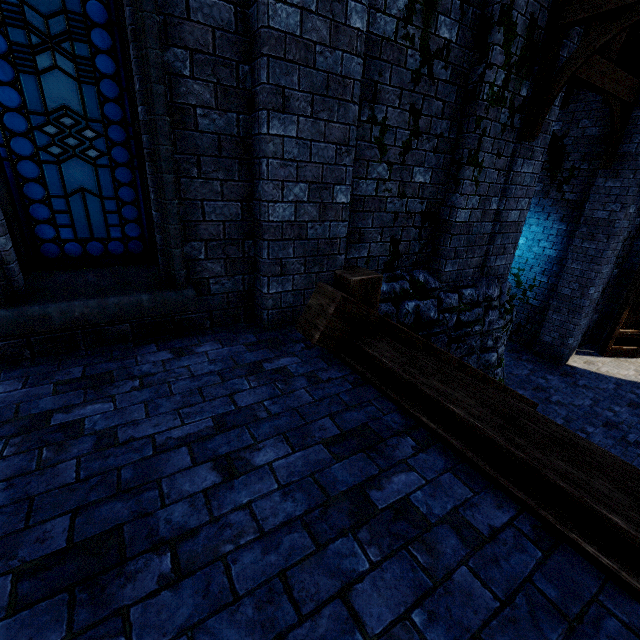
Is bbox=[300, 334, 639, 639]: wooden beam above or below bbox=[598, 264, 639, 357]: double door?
above

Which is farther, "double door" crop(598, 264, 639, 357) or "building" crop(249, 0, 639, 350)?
"double door" crop(598, 264, 639, 357)

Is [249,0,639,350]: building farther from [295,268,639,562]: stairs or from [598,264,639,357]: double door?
[295,268,639,562]: stairs

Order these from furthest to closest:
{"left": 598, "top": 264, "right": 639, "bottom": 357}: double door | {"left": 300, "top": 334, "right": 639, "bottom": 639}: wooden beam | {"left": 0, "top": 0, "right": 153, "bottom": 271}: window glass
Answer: {"left": 598, "top": 264, "right": 639, "bottom": 357}: double door
{"left": 0, "top": 0, "right": 153, "bottom": 271}: window glass
{"left": 300, "top": 334, "right": 639, "bottom": 639}: wooden beam

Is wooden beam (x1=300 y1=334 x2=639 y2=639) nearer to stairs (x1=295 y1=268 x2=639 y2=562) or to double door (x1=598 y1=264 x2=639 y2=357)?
stairs (x1=295 y1=268 x2=639 y2=562)

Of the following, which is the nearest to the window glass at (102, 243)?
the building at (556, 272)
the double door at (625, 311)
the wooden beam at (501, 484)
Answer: the building at (556, 272)

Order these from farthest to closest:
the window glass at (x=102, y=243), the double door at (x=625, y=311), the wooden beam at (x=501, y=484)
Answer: the double door at (x=625, y=311)
the window glass at (x=102, y=243)
the wooden beam at (x=501, y=484)

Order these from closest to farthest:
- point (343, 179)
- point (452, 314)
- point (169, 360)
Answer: point (169, 360) < point (343, 179) < point (452, 314)
